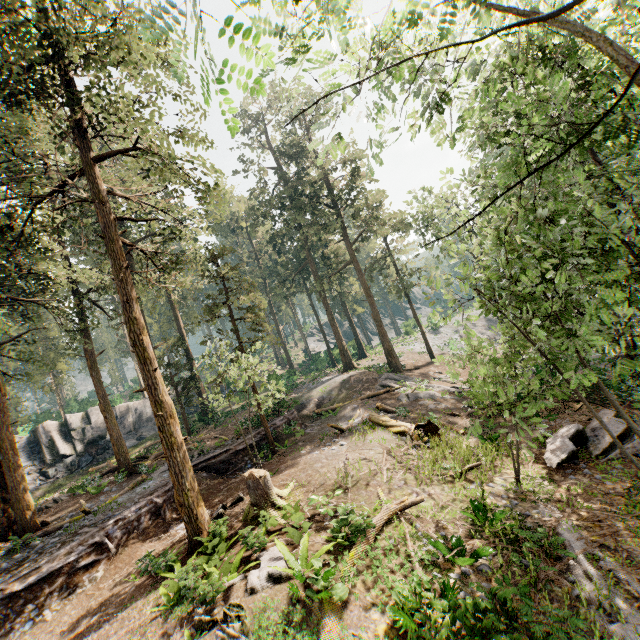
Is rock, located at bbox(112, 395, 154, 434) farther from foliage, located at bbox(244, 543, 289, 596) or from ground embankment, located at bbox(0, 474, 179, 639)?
ground embankment, located at bbox(0, 474, 179, 639)

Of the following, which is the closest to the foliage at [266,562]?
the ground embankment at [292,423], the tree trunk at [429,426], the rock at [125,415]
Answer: the ground embankment at [292,423]

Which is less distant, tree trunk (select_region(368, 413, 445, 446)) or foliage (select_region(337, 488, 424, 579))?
foliage (select_region(337, 488, 424, 579))

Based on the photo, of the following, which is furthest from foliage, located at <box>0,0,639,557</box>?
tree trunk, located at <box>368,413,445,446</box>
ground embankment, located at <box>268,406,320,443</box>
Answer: tree trunk, located at <box>368,413,445,446</box>

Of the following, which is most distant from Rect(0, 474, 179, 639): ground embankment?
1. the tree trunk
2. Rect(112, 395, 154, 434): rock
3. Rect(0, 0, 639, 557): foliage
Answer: Rect(112, 395, 154, 434): rock

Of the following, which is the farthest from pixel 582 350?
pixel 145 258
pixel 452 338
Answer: pixel 452 338

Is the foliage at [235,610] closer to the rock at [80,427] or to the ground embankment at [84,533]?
the ground embankment at [84,533]

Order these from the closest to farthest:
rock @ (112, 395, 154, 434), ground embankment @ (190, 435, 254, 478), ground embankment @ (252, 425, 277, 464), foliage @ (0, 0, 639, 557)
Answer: foliage @ (0, 0, 639, 557), ground embankment @ (190, 435, 254, 478), ground embankment @ (252, 425, 277, 464), rock @ (112, 395, 154, 434)
